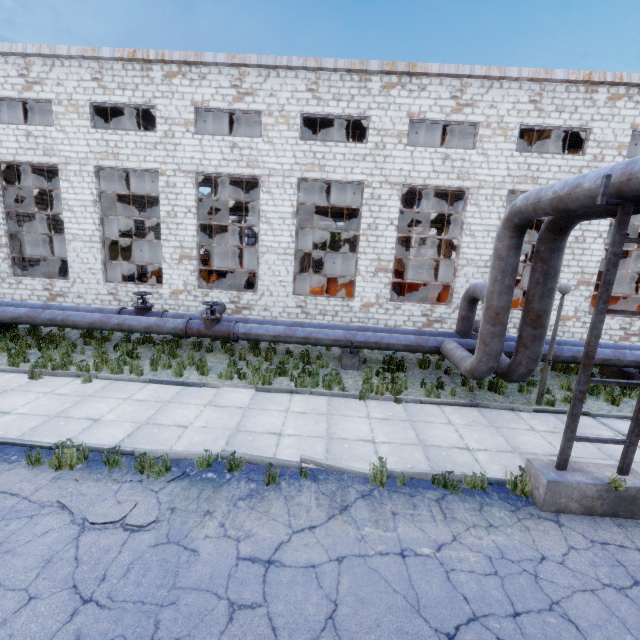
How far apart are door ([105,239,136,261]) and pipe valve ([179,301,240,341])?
18.5 meters

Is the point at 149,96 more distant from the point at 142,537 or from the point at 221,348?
the point at 142,537

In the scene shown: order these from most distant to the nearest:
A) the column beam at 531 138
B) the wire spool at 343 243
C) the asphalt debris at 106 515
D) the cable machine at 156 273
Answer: the wire spool at 343 243 < the cable machine at 156 273 < the column beam at 531 138 < the asphalt debris at 106 515

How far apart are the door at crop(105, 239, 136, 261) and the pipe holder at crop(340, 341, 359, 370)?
22.1 meters

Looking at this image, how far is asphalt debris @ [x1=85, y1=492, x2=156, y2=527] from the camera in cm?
441

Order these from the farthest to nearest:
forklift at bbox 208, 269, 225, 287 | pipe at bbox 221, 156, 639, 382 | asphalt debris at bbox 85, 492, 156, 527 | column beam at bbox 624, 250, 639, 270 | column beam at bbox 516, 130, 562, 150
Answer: column beam at bbox 624, 250, 639, 270 < forklift at bbox 208, 269, 225, 287 < column beam at bbox 516, 130, 562, 150 < pipe at bbox 221, 156, 639, 382 < asphalt debris at bbox 85, 492, 156, 527

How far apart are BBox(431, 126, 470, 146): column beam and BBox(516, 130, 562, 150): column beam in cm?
412

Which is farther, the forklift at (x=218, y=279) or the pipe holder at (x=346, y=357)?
the forklift at (x=218, y=279)
